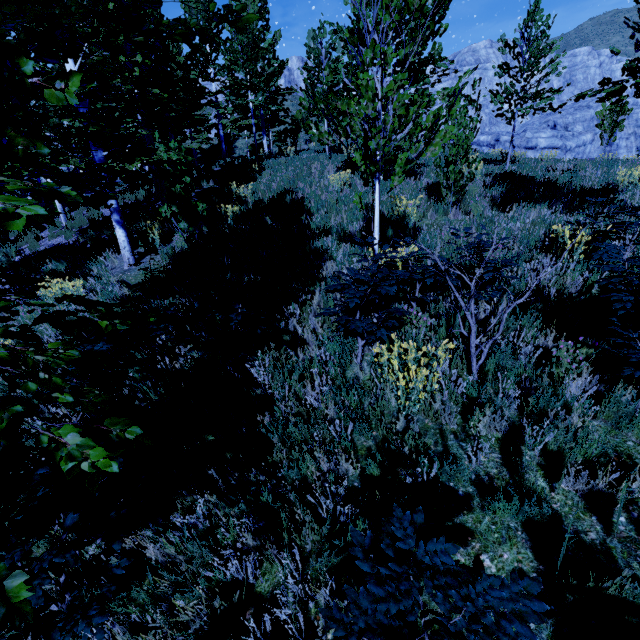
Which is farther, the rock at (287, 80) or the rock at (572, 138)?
the rock at (287, 80)

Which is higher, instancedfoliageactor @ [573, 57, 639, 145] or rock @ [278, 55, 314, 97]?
rock @ [278, 55, 314, 97]

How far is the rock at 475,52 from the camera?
41.97m

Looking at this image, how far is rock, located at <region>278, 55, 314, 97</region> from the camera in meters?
49.7 m

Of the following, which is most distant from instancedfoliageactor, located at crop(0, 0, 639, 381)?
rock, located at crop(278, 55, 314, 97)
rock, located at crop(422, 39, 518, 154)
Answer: rock, located at crop(278, 55, 314, 97)

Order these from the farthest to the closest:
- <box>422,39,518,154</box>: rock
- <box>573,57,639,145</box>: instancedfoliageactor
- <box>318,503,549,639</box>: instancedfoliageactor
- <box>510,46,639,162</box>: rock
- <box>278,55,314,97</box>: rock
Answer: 1. <box>278,55,314,97</box>: rock
2. <box>422,39,518,154</box>: rock
3. <box>510,46,639,162</box>: rock
4. <box>573,57,639,145</box>: instancedfoliageactor
5. <box>318,503,549,639</box>: instancedfoliageactor

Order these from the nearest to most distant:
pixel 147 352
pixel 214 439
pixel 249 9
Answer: pixel 214 439
pixel 147 352
pixel 249 9
